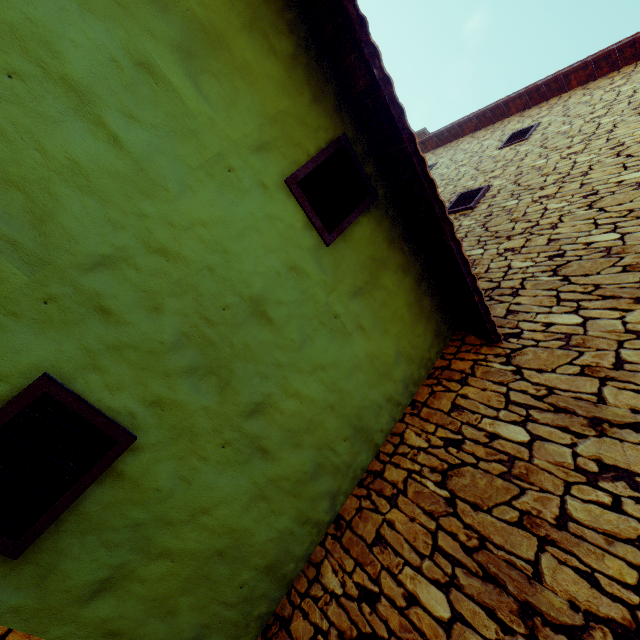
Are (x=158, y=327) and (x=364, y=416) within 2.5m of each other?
yes

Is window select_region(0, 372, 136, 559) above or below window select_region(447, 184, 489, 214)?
below

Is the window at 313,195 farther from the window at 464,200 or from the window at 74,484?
the window at 464,200

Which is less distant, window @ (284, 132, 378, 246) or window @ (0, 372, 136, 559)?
window @ (0, 372, 136, 559)

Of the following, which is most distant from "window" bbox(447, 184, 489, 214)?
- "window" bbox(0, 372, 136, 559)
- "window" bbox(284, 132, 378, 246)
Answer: "window" bbox(0, 372, 136, 559)

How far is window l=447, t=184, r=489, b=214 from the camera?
5.6 meters
